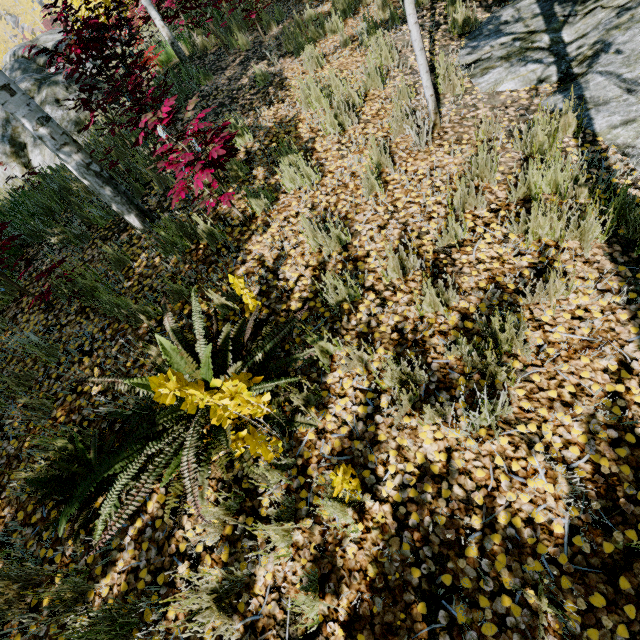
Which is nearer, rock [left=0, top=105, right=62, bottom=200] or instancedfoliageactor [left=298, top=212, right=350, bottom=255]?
instancedfoliageactor [left=298, top=212, right=350, bottom=255]

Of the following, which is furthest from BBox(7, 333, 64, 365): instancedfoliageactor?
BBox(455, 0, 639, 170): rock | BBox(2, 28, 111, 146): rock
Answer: BBox(2, 28, 111, 146): rock

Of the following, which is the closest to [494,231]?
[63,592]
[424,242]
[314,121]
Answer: [424,242]

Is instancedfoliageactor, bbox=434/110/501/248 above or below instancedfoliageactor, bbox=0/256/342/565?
below

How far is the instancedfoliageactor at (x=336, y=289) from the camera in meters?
2.6

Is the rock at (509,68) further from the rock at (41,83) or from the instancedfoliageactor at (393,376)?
the rock at (41,83)

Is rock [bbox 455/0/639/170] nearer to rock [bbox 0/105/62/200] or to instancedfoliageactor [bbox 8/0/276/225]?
instancedfoliageactor [bbox 8/0/276/225]

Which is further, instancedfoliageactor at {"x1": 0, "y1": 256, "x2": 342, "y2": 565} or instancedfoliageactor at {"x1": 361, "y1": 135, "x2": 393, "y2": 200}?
instancedfoliageactor at {"x1": 361, "y1": 135, "x2": 393, "y2": 200}
